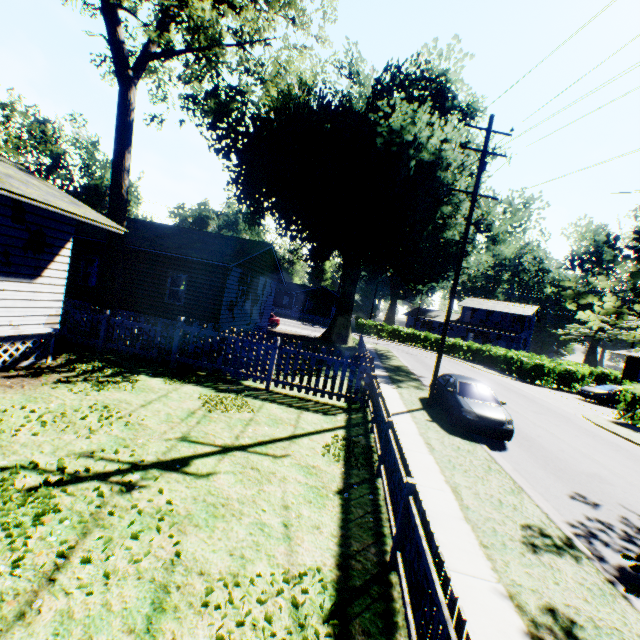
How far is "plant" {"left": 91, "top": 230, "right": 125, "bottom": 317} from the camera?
13.8m

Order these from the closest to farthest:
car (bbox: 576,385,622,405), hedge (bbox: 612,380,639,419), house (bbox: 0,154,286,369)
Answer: house (bbox: 0,154,286,369)
hedge (bbox: 612,380,639,419)
car (bbox: 576,385,622,405)

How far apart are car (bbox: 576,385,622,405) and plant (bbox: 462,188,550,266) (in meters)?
14.24

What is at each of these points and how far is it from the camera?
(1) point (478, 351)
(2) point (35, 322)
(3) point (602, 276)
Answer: (1) hedge, 38.88m
(2) house, 9.26m
(3) plant, 3.18m

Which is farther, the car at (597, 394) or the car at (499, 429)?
the car at (597, 394)

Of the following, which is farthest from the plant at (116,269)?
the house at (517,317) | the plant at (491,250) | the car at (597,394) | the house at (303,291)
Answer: the house at (517,317)

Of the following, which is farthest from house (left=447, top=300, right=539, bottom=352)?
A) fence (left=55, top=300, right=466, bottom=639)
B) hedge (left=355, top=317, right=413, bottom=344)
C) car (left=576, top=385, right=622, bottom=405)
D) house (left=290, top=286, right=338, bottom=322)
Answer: fence (left=55, top=300, right=466, bottom=639)

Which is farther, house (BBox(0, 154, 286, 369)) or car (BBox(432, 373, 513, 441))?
car (BBox(432, 373, 513, 441))
